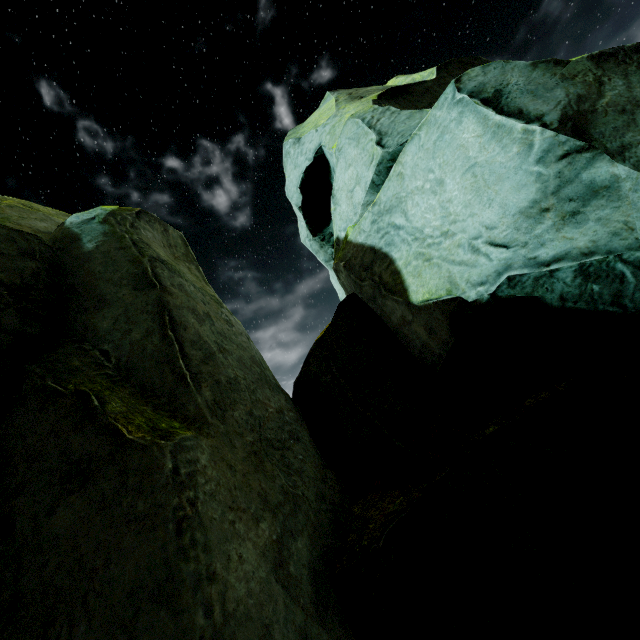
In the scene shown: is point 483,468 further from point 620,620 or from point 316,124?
point 316,124
